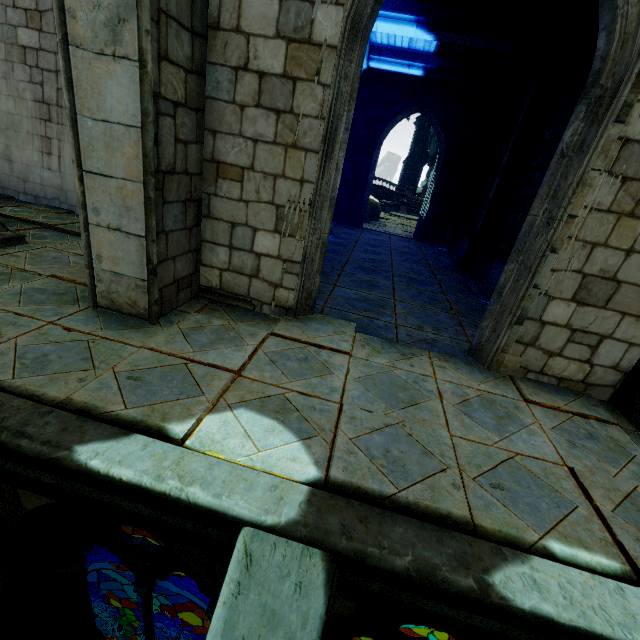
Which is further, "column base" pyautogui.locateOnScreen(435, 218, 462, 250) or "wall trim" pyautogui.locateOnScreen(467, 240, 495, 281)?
"column base" pyautogui.locateOnScreen(435, 218, 462, 250)

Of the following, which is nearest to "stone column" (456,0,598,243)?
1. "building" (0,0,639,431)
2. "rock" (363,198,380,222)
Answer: "building" (0,0,639,431)

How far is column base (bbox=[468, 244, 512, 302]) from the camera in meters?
7.3 m

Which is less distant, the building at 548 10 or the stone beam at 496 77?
the building at 548 10

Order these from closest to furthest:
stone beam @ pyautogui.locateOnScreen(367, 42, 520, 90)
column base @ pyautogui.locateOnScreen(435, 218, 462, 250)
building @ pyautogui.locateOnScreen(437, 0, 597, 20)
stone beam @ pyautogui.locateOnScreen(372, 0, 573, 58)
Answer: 1. building @ pyautogui.locateOnScreen(437, 0, 597, 20)
2. stone beam @ pyautogui.locateOnScreen(372, 0, 573, 58)
3. stone beam @ pyautogui.locateOnScreen(367, 42, 520, 90)
4. column base @ pyautogui.locateOnScreen(435, 218, 462, 250)

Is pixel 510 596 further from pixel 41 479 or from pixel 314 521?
pixel 41 479

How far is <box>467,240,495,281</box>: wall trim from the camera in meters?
9.0

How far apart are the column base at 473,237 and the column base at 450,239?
2.0m
